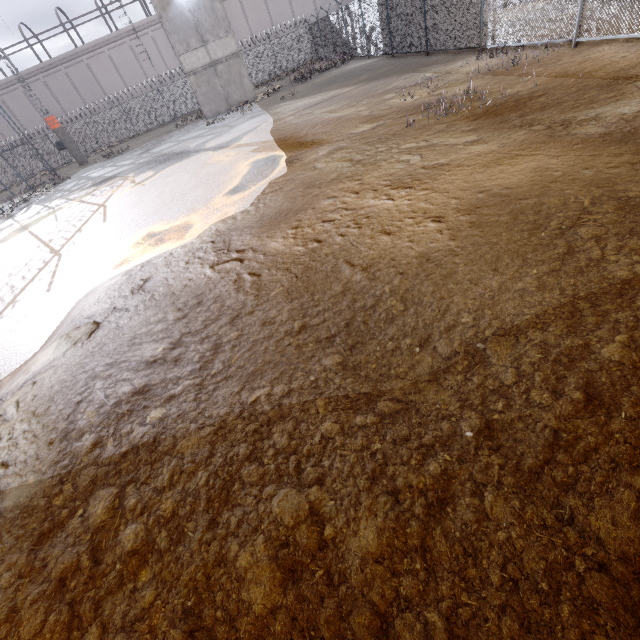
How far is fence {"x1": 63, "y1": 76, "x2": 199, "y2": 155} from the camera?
31.6m

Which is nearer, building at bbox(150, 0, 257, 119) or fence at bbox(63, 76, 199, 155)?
building at bbox(150, 0, 257, 119)

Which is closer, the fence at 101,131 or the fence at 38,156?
the fence at 38,156

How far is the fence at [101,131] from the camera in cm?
3159

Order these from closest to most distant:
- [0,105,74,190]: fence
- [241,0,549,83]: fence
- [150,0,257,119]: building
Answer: [241,0,549,83]: fence, [150,0,257,119]: building, [0,105,74,190]: fence

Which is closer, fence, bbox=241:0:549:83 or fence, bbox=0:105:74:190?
fence, bbox=241:0:549:83

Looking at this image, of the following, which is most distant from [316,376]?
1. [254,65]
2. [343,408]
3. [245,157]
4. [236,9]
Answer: [236,9]
